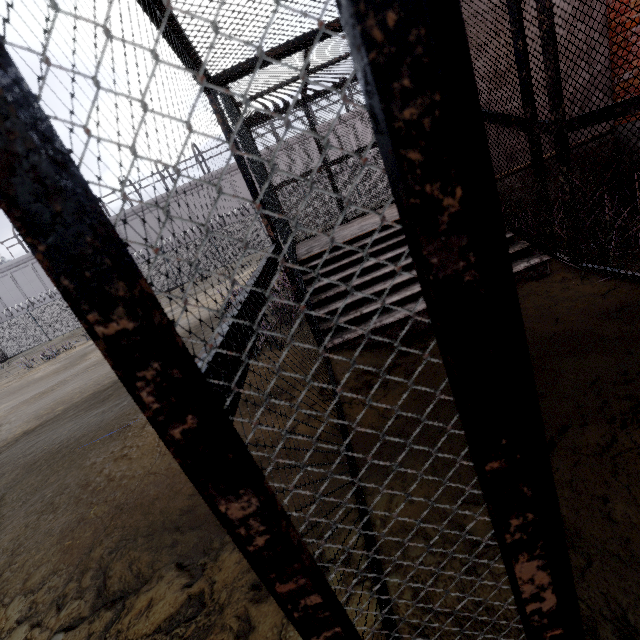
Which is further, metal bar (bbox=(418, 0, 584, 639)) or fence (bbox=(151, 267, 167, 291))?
fence (bbox=(151, 267, 167, 291))

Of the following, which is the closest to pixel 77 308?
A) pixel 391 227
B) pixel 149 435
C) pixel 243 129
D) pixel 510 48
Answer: pixel 149 435

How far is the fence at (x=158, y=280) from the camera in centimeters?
2558cm

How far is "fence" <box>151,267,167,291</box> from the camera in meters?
25.6

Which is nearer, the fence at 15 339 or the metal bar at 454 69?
the metal bar at 454 69
